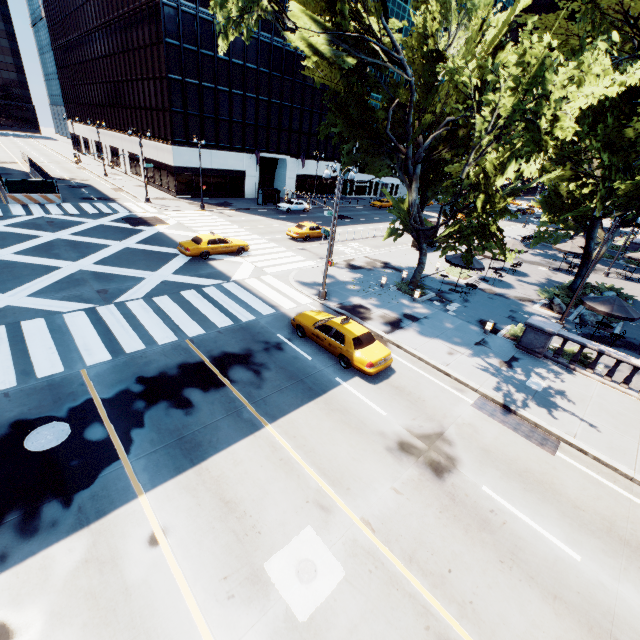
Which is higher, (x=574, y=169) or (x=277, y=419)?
(x=574, y=169)

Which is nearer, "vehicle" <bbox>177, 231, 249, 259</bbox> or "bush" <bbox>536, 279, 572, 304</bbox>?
"vehicle" <bbox>177, 231, 249, 259</bbox>

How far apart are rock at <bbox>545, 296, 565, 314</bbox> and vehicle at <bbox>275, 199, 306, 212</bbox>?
31.2 meters

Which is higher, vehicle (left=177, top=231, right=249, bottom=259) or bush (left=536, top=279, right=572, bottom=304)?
vehicle (left=177, top=231, right=249, bottom=259)

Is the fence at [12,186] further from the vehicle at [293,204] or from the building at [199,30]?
the vehicle at [293,204]

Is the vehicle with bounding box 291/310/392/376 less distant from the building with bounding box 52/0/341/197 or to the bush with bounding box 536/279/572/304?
the bush with bounding box 536/279/572/304

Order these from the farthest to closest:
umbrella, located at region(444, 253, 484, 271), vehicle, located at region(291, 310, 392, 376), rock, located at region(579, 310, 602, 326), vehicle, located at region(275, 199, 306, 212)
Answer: vehicle, located at region(275, 199, 306, 212) → umbrella, located at region(444, 253, 484, 271) → rock, located at region(579, 310, 602, 326) → vehicle, located at region(291, 310, 392, 376)

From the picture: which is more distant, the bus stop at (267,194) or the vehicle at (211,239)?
the bus stop at (267,194)
